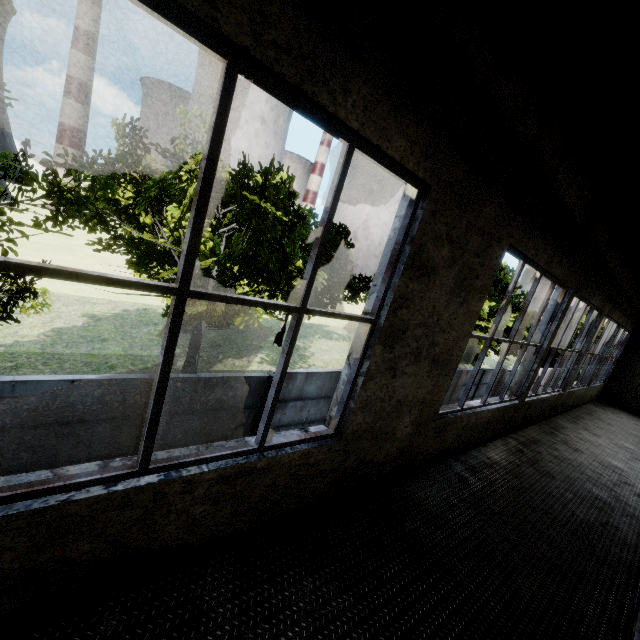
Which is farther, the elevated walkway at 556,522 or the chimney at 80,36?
the chimney at 80,36

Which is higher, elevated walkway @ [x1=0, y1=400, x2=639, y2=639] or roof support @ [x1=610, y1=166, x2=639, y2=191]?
roof support @ [x1=610, y1=166, x2=639, y2=191]

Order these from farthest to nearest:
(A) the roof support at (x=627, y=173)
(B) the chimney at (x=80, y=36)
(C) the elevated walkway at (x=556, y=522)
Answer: (B) the chimney at (x=80, y=36), (A) the roof support at (x=627, y=173), (C) the elevated walkway at (x=556, y=522)

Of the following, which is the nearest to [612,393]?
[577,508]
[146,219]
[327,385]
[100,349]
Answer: [577,508]

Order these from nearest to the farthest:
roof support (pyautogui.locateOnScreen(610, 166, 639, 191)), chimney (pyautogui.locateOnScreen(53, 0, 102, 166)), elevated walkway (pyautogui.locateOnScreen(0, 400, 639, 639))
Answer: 1. elevated walkway (pyautogui.locateOnScreen(0, 400, 639, 639))
2. roof support (pyautogui.locateOnScreen(610, 166, 639, 191))
3. chimney (pyautogui.locateOnScreen(53, 0, 102, 166))

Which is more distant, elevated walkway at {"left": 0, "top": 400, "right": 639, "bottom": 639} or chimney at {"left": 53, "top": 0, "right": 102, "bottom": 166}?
chimney at {"left": 53, "top": 0, "right": 102, "bottom": 166}

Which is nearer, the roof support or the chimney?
the roof support

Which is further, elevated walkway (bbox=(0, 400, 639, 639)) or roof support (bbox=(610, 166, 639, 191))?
roof support (bbox=(610, 166, 639, 191))
